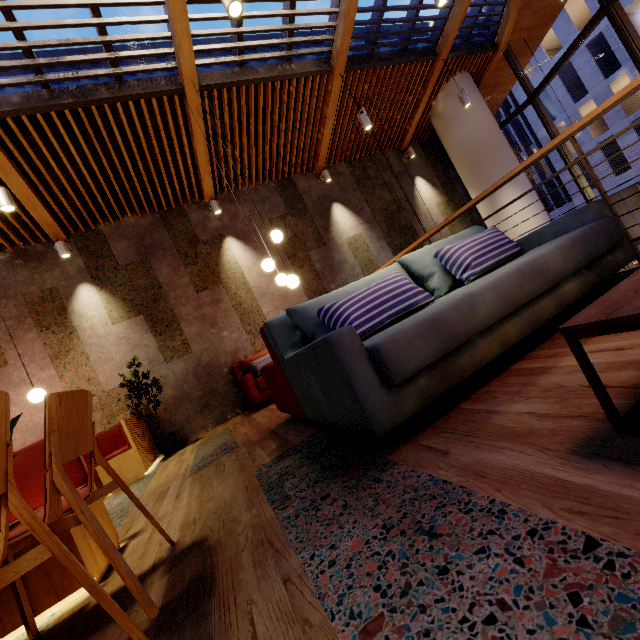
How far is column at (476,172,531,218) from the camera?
7.4m

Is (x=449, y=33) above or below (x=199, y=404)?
above

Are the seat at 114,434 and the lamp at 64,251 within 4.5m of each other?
yes

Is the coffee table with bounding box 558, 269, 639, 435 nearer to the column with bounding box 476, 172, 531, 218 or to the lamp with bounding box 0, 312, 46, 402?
the lamp with bounding box 0, 312, 46, 402

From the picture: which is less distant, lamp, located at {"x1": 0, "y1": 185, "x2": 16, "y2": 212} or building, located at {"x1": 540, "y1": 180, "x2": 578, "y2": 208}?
lamp, located at {"x1": 0, "y1": 185, "x2": 16, "y2": 212}

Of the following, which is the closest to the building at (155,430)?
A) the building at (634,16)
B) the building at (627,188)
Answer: the building at (634,16)

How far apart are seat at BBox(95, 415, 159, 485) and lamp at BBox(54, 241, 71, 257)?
2.96m
